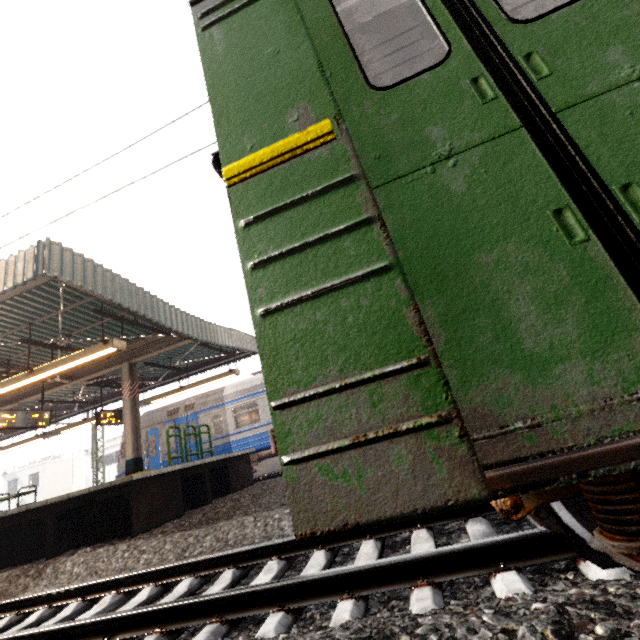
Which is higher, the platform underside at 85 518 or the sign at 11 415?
the sign at 11 415

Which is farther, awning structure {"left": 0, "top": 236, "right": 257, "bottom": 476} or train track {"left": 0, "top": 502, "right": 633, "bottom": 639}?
awning structure {"left": 0, "top": 236, "right": 257, "bottom": 476}

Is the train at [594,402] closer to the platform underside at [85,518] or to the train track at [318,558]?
the train track at [318,558]

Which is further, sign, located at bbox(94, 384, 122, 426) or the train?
sign, located at bbox(94, 384, 122, 426)

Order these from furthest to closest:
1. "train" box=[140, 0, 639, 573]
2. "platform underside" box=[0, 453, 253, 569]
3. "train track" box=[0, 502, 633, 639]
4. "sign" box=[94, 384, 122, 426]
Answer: "sign" box=[94, 384, 122, 426], "platform underside" box=[0, 453, 253, 569], "train track" box=[0, 502, 633, 639], "train" box=[140, 0, 639, 573]

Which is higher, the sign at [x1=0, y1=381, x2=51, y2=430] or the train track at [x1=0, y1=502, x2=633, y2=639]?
the sign at [x1=0, y1=381, x2=51, y2=430]

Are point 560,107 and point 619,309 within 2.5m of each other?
yes

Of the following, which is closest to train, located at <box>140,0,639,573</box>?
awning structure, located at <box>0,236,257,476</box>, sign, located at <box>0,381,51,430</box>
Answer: awning structure, located at <box>0,236,257,476</box>
